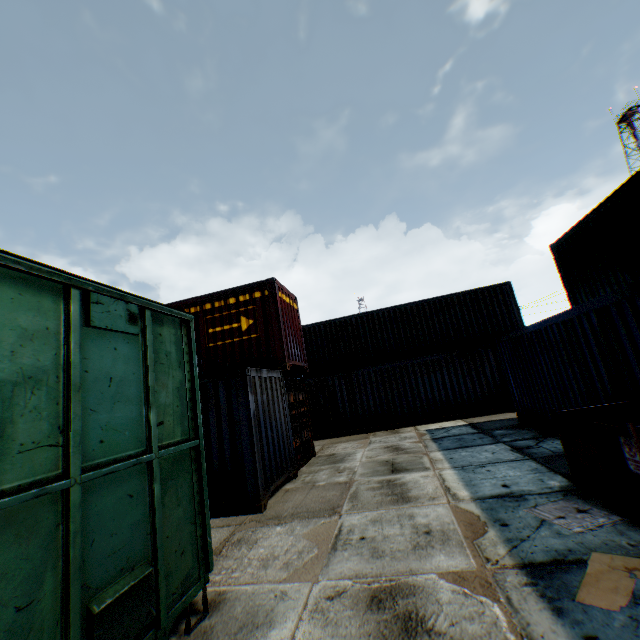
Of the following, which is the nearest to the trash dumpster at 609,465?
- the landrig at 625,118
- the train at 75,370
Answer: the train at 75,370

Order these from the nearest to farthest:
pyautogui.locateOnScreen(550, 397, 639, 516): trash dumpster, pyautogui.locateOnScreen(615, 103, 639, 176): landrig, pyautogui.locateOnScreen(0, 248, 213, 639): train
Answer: pyautogui.locateOnScreen(0, 248, 213, 639): train < pyautogui.locateOnScreen(550, 397, 639, 516): trash dumpster < pyautogui.locateOnScreen(615, 103, 639, 176): landrig

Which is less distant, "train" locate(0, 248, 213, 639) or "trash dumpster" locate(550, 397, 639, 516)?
"train" locate(0, 248, 213, 639)

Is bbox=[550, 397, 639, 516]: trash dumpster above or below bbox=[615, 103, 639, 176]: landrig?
below

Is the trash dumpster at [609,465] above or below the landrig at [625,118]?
below

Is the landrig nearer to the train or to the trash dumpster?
the trash dumpster

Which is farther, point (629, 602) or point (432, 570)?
point (432, 570)
